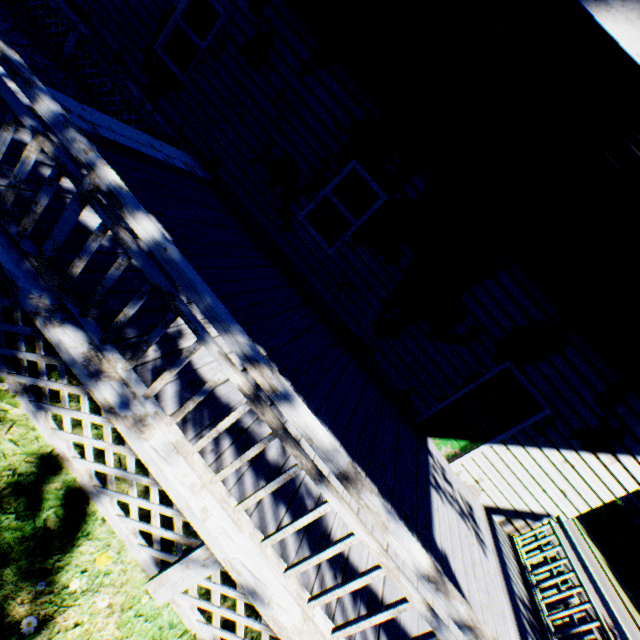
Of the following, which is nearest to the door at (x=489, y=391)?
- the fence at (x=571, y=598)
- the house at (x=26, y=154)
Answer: the house at (x=26, y=154)

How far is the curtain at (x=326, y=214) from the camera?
6.8 meters

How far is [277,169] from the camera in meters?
6.8 m

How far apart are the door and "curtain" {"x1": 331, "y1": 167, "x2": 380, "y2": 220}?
3.7m

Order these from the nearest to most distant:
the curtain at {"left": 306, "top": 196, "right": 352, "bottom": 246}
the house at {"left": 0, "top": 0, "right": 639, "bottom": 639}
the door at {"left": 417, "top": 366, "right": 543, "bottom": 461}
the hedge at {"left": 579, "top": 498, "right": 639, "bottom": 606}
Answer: the house at {"left": 0, "top": 0, "right": 639, "bottom": 639} < the door at {"left": 417, "top": 366, "right": 543, "bottom": 461} < the curtain at {"left": 306, "top": 196, "right": 352, "bottom": 246} < the hedge at {"left": 579, "top": 498, "right": 639, "bottom": 606}

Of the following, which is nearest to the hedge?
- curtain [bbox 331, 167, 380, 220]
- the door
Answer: the door

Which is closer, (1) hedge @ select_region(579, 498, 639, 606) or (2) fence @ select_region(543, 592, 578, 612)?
(2) fence @ select_region(543, 592, 578, 612)

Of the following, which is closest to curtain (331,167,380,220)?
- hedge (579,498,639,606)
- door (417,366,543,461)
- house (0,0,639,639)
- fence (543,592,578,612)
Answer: house (0,0,639,639)
